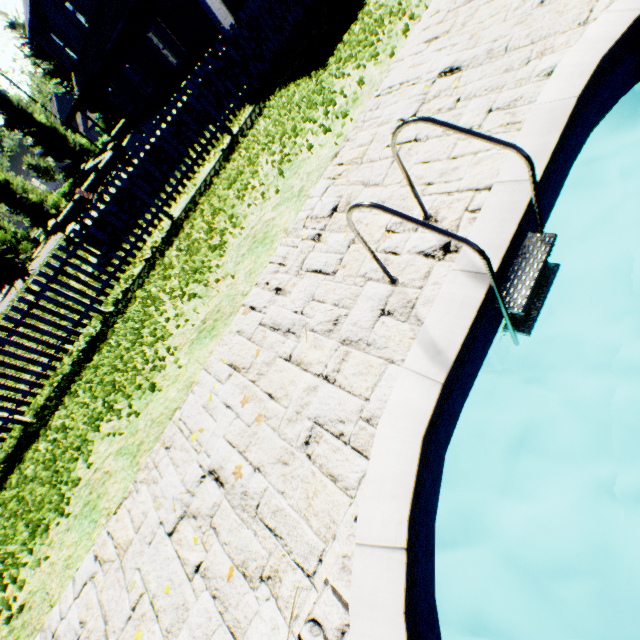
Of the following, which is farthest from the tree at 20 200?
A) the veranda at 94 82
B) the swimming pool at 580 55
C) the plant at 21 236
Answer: the swimming pool at 580 55

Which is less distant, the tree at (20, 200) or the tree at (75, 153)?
the tree at (75, 153)

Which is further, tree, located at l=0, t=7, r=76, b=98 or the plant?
the plant

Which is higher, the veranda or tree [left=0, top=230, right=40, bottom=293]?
the veranda

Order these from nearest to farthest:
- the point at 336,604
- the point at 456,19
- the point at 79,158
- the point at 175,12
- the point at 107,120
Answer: the point at 336,604, the point at 456,19, the point at 175,12, the point at 79,158, the point at 107,120

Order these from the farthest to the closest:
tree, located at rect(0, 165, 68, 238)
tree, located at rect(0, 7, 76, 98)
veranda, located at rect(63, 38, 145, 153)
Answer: tree, located at rect(0, 165, 68, 238) → tree, located at rect(0, 7, 76, 98) → veranda, located at rect(63, 38, 145, 153)

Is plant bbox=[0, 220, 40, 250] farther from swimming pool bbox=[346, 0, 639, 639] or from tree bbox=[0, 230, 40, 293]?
swimming pool bbox=[346, 0, 639, 639]

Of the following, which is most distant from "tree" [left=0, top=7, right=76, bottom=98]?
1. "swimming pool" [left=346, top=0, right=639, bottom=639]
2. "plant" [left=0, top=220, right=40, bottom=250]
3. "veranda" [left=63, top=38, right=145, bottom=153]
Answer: "swimming pool" [left=346, top=0, right=639, bottom=639]
